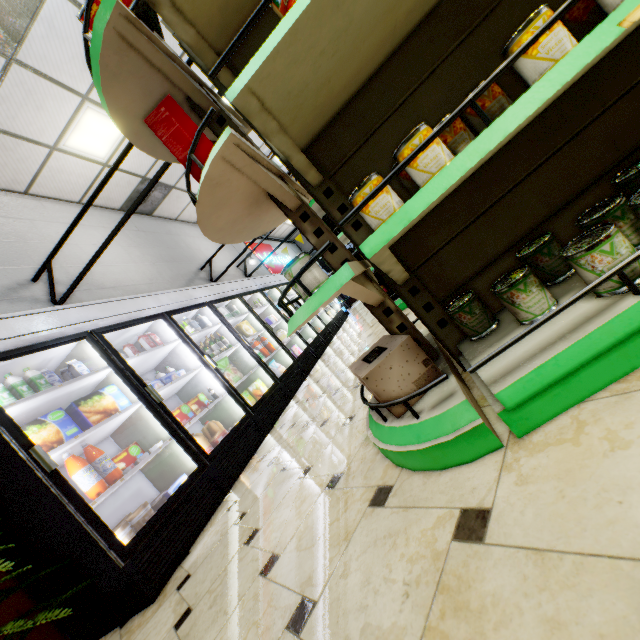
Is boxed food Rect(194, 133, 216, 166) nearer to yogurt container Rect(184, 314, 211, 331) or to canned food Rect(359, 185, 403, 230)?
canned food Rect(359, 185, 403, 230)

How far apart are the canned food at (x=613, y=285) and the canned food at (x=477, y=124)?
0.4m

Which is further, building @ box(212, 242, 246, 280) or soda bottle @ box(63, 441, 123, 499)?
building @ box(212, 242, 246, 280)

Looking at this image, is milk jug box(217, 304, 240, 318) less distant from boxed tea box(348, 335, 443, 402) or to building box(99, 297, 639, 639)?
building box(99, 297, 639, 639)

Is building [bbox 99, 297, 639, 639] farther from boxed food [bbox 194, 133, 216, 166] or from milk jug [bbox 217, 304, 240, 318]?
boxed food [bbox 194, 133, 216, 166]

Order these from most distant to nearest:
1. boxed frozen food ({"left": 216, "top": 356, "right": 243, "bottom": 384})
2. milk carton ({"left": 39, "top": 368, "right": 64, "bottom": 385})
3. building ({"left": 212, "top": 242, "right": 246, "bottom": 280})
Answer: building ({"left": 212, "top": 242, "right": 246, "bottom": 280}), boxed frozen food ({"left": 216, "top": 356, "right": 243, "bottom": 384}), milk carton ({"left": 39, "top": 368, "right": 64, "bottom": 385})

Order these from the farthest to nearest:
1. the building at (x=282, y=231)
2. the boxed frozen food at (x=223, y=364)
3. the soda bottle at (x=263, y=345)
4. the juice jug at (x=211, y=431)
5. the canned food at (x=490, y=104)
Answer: the building at (x=282, y=231), the soda bottle at (x=263, y=345), the boxed frozen food at (x=223, y=364), the juice jug at (x=211, y=431), the canned food at (x=490, y=104)

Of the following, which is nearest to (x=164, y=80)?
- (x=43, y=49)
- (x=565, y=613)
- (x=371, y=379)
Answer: (x=371, y=379)
